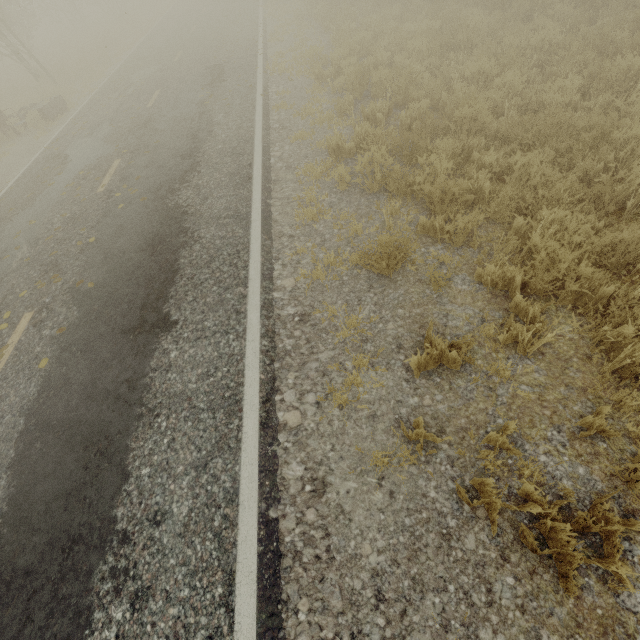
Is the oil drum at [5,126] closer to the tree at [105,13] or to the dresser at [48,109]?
the dresser at [48,109]

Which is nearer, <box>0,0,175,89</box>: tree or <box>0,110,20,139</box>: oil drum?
<box>0,110,20,139</box>: oil drum

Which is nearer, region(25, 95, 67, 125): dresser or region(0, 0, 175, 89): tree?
region(25, 95, 67, 125): dresser

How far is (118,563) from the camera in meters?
2.7

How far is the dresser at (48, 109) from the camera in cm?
1173

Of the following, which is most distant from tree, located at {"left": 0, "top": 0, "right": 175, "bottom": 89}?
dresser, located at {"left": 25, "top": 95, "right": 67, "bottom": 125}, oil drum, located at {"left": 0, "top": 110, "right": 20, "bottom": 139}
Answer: oil drum, located at {"left": 0, "top": 110, "right": 20, "bottom": 139}

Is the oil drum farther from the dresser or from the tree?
the tree
